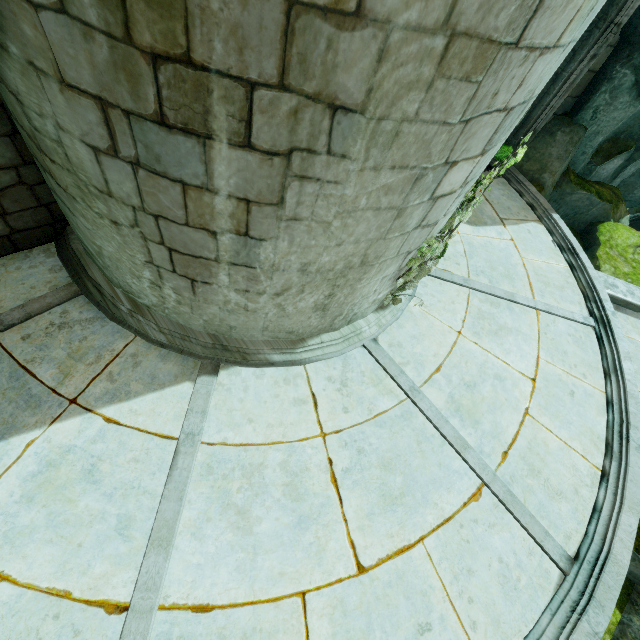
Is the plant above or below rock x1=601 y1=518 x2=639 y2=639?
above

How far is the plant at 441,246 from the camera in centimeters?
378cm

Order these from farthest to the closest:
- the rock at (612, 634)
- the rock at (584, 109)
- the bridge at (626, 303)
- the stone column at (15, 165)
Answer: the rock at (584, 109) → the bridge at (626, 303) → the rock at (612, 634) → the stone column at (15, 165)

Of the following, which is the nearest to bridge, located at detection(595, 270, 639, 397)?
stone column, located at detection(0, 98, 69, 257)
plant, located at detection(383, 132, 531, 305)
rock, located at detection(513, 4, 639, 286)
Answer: rock, located at detection(513, 4, 639, 286)

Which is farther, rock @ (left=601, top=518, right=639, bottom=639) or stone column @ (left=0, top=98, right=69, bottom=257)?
Answer: rock @ (left=601, top=518, right=639, bottom=639)

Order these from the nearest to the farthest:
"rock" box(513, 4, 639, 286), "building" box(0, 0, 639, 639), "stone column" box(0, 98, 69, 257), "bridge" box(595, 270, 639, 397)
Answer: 1. "building" box(0, 0, 639, 639)
2. "stone column" box(0, 98, 69, 257)
3. "bridge" box(595, 270, 639, 397)
4. "rock" box(513, 4, 639, 286)

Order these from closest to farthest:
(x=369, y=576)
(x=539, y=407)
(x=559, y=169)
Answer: (x=369, y=576) → (x=539, y=407) → (x=559, y=169)

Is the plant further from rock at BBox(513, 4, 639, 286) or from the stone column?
the stone column
